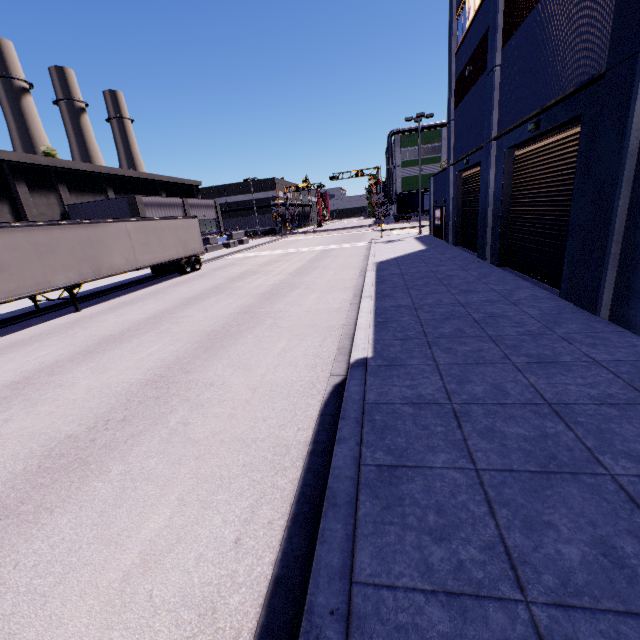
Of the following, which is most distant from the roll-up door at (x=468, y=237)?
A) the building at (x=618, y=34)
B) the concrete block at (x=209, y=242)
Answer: the concrete block at (x=209, y=242)

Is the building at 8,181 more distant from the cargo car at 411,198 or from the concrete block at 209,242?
the cargo car at 411,198

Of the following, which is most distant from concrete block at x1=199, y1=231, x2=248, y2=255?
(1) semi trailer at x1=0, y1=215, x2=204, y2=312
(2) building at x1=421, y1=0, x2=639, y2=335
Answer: (1) semi trailer at x1=0, y1=215, x2=204, y2=312

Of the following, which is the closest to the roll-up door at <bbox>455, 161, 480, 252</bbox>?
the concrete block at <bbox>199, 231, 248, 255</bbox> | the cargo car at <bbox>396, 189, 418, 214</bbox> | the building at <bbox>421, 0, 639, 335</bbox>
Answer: the building at <bbox>421, 0, 639, 335</bbox>

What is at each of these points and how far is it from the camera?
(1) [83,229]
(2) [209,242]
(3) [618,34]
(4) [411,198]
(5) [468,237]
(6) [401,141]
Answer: (1) semi trailer, 15.1 meters
(2) concrete block, 38.5 meters
(3) building, 6.1 meters
(4) cargo car, 55.9 meters
(5) roll-up door, 18.9 meters
(6) building, 57.8 meters

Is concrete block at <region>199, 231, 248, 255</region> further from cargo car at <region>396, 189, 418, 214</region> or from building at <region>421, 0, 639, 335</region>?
cargo car at <region>396, 189, 418, 214</region>

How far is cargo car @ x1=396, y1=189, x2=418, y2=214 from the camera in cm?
5571

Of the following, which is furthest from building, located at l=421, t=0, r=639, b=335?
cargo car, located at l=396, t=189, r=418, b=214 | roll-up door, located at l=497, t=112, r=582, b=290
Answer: cargo car, located at l=396, t=189, r=418, b=214
